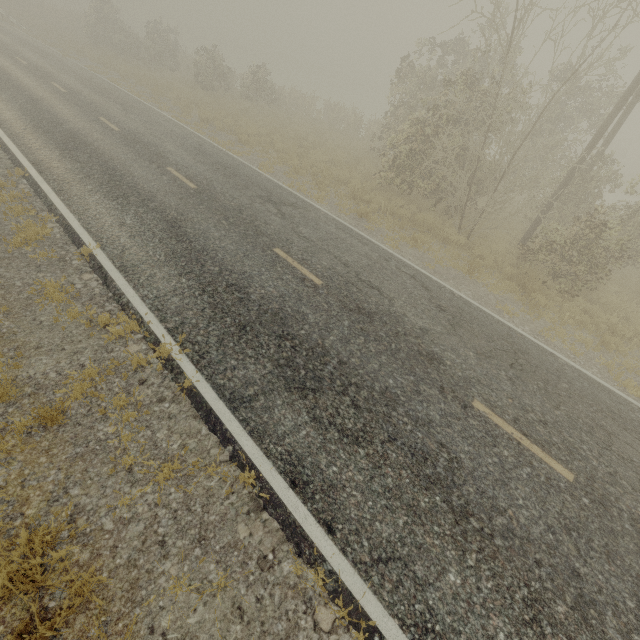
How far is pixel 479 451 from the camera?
5.1m
